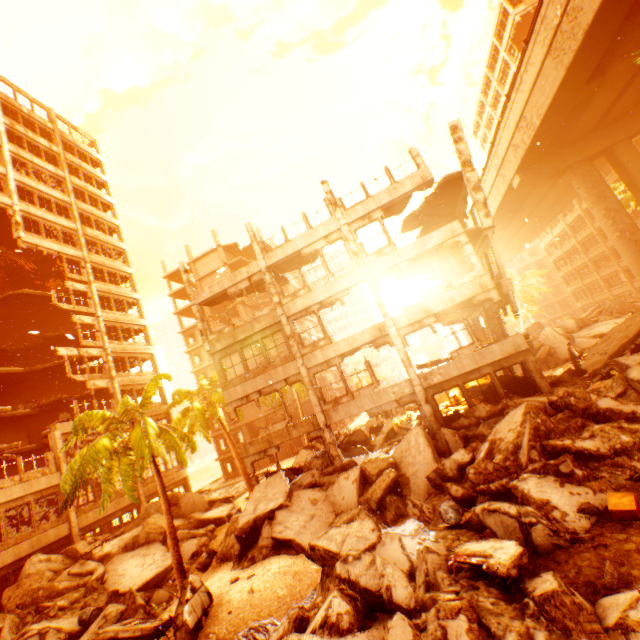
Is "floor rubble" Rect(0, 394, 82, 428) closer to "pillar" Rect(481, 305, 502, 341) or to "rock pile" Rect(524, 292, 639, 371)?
"pillar" Rect(481, 305, 502, 341)

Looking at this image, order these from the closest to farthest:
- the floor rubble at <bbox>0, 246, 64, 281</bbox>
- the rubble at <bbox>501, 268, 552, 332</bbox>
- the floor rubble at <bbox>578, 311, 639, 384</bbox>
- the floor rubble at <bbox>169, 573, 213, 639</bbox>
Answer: the floor rubble at <bbox>169, 573, 213, 639</bbox>, the floor rubble at <bbox>578, 311, 639, 384</bbox>, the floor rubble at <bbox>0, 246, 64, 281</bbox>, the rubble at <bbox>501, 268, 552, 332</bbox>

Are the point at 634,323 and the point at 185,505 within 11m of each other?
no

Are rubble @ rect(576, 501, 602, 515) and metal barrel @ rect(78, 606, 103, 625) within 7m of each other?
no

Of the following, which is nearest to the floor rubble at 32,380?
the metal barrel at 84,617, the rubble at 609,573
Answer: the metal barrel at 84,617

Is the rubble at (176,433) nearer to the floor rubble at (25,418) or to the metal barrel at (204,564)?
the floor rubble at (25,418)

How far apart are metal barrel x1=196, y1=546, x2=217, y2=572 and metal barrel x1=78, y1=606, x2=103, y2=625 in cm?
375

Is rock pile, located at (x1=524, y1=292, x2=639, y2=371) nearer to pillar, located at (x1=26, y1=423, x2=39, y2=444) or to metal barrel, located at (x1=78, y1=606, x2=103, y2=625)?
metal barrel, located at (x1=78, y1=606, x2=103, y2=625)
